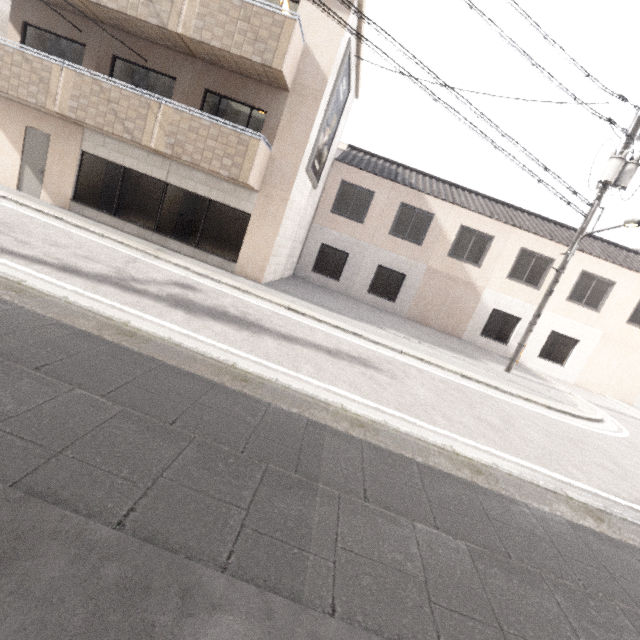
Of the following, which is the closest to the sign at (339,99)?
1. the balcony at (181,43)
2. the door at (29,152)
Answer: the balcony at (181,43)

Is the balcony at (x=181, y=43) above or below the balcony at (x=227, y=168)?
above

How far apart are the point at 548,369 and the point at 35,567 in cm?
1928

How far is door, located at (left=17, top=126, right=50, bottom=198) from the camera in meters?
10.5

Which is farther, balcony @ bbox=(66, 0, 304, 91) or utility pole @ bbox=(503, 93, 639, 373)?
utility pole @ bbox=(503, 93, 639, 373)

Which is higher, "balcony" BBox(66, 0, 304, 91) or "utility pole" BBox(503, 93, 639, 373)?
"utility pole" BBox(503, 93, 639, 373)

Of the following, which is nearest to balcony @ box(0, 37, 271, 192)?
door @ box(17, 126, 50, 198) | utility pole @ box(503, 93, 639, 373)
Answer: door @ box(17, 126, 50, 198)
